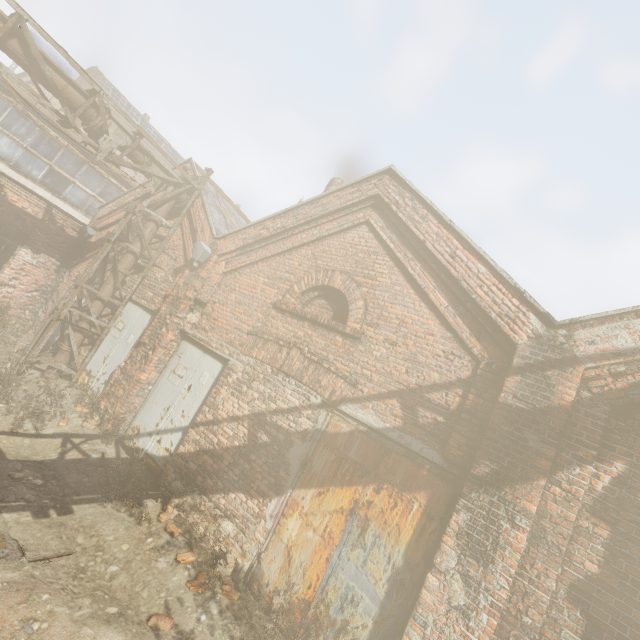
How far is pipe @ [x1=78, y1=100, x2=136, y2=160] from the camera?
6.9 meters

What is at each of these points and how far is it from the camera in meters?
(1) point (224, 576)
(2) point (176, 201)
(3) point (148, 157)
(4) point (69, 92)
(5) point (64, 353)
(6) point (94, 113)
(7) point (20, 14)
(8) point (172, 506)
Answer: (1) instancedfoliageactor, 4.4 m
(2) pipe, 9.1 m
(3) pipe, 7.9 m
(4) pipe, 6.5 m
(5) pipe, 8.0 m
(6) pipe, 6.9 m
(7) scaffolding, 5.5 m
(8) instancedfoliageactor, 5.1 m

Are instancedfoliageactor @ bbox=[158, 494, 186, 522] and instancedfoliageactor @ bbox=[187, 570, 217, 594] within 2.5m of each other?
yes

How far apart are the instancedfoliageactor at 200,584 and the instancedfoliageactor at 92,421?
3.8 meters

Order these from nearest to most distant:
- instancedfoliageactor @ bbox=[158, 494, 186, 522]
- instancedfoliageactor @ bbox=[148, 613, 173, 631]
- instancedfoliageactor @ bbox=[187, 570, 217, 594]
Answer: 1. instancedfoliageactor @ bbox=[148, 613, 173, 631]
2. instancedfoliageactor @ bbox=[187, 570, 217, 594]
3. instancedfoliageactor @ bbox=[158, 494, 186, 522]

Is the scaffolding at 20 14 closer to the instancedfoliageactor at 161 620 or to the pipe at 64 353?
the pipe at 64 353

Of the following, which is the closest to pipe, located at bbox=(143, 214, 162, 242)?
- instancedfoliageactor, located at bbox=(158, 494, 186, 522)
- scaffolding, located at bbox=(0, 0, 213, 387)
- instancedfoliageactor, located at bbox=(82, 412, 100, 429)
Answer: scaffolding, located at bbox=(0, 0, 213, 387)
